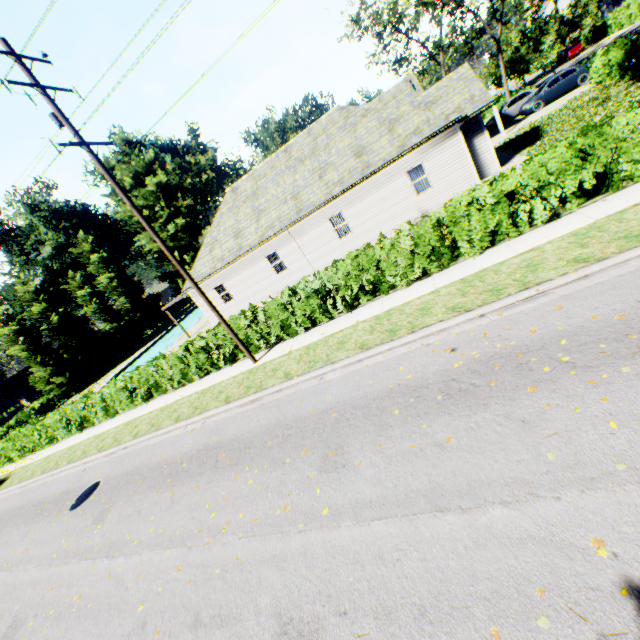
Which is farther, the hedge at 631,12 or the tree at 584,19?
the hedge at 631,12

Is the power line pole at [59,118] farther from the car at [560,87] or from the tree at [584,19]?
the car at [560,87]

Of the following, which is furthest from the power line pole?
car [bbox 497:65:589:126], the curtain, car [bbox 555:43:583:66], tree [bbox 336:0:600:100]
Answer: car [bbox 555:43:583:66]

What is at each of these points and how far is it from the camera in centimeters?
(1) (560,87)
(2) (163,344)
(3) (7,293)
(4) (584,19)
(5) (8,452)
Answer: (1) car, 2405cm
(2) swimming pool, 3934cm
(3) plant, 4378cm
(4) tree, 4088cm
(5) hedge, 2217cm

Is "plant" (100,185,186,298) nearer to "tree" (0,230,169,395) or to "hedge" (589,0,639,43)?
"tree" (0,230,169,395)

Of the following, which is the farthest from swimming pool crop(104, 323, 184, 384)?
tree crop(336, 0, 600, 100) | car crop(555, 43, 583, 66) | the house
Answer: car crop(555, 43, 583, 66)

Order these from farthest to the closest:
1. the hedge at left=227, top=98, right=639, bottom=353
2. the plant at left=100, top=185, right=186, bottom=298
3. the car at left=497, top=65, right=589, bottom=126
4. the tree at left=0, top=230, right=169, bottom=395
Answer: the plant at left=100, top=185, right=186, bottom=298
the tree at left=0, top=230, right=169, bottom=395
the car at left=497, top=65, right=589, bottom=126
the hedge at left=227, top=98, right=639, bottom=353

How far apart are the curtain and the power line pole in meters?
12.9
